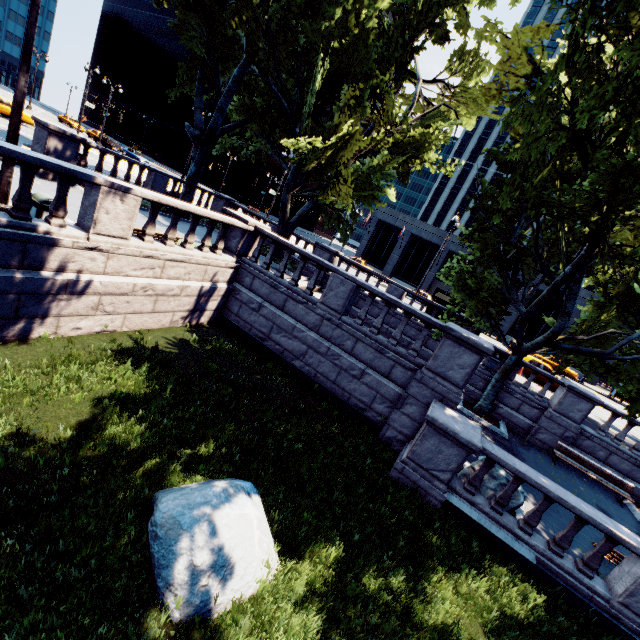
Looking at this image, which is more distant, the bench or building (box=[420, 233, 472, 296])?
building (box=[420, 233, 472, 296])

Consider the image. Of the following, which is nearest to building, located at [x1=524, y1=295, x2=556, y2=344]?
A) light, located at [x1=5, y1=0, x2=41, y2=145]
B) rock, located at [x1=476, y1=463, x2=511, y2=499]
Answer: rock, located at [x1=476, y1=463, x2=511, y2=499]

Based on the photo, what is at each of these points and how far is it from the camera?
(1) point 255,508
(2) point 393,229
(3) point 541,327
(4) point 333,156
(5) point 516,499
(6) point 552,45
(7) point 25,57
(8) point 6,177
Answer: (1) rock, 5.5 meters
(2) building, 50.0 meters
(3) building, 42.2 meters
(4) tree, 16.2 meters
(5) rock, 8.8 meters
(6) building, 58.2 meters
(7) light, 6.6 meters
(8) light, 7.3 meters

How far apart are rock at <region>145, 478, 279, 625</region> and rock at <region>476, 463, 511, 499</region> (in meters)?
6.10

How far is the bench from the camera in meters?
7.9 m

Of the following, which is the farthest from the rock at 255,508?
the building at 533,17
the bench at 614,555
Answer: the building at 533,17

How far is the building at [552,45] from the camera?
57.6 meters

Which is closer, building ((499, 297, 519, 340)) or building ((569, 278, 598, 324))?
building ((569, 278, 598, 324))
